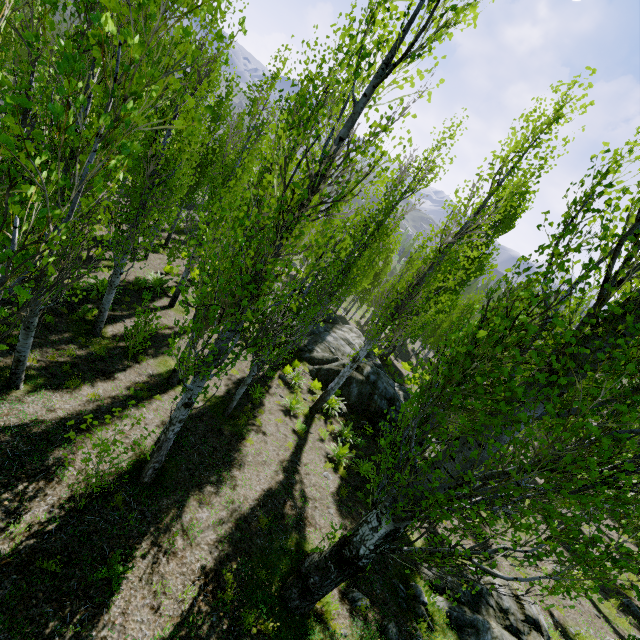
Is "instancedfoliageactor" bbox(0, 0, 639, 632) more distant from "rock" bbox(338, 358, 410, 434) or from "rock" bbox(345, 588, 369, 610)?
"rock" bbox(345, 588, 369, 610)

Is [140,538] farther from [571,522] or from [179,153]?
[179,153]

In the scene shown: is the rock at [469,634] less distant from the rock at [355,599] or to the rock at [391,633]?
the rock at [391,633]

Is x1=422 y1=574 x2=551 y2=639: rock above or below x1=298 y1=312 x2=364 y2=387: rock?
above

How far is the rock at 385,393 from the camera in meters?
15.6

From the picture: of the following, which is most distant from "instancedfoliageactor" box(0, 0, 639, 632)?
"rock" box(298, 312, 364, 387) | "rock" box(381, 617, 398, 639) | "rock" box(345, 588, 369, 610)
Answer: "rock" box(381, 617, 398, 639)

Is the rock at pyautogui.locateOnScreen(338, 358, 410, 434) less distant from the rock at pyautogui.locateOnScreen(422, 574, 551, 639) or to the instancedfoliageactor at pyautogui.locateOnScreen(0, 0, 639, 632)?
the instancedfoliageactor at pyautogui.locateOnScreen(0, 0, 639, 632)

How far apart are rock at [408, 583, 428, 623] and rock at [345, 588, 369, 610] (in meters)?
1.15
